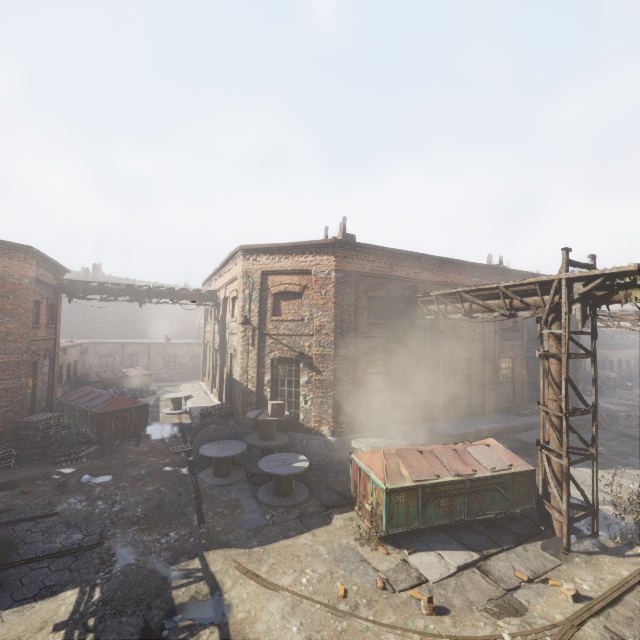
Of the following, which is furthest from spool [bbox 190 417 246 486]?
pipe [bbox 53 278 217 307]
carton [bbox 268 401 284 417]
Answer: pipe [bbox 53 278 217 307]

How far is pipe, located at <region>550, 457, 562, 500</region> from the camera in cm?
795

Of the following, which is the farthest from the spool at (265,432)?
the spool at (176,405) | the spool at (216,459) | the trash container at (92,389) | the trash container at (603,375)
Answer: the trash container at (603,375)

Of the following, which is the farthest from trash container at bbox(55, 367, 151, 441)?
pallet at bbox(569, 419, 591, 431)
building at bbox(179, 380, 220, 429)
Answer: pallet at bbox(569, 419, 591, 431)

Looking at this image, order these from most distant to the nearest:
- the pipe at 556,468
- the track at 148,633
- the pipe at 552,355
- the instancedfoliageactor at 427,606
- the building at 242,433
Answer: the building at 242,433
the pipe at 556,468
the pipe at 552,355
the instancedfoliageactor at 427,606
the track at 148,633

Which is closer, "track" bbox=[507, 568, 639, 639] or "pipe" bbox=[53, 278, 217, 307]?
"track" bbox=[507, 568, 639, 639]

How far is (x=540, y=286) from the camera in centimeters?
821cm

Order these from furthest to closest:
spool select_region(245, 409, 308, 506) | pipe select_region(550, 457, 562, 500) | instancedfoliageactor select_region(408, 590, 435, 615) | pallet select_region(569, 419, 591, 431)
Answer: pallet select_region(569, 419, 591, 431), spool select_region(245, 409, 308, 506), pipe select_region(550, 457, 562, 500), instancedfoliageactor select_region(408, 590, 435, 615)
